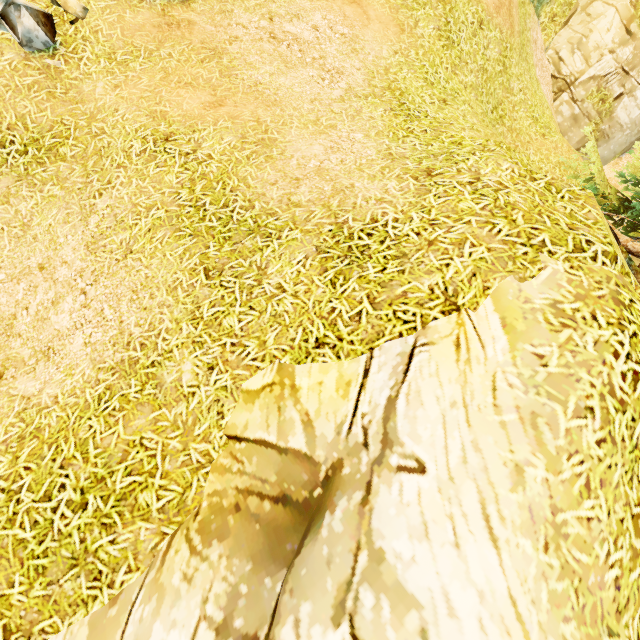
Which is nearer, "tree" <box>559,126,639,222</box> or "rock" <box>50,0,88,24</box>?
"rock" <box>50,0,88,24</box>

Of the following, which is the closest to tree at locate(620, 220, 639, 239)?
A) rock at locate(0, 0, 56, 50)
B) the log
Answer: the log

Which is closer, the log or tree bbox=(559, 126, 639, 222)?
the log

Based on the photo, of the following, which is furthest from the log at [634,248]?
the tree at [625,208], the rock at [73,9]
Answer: the rock at [73,9]

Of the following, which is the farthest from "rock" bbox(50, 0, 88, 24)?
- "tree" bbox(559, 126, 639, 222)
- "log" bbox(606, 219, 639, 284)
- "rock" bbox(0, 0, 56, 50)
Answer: "log" bbox(606, 219, 639, 284)

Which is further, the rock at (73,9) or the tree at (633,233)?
the tree at (633,233)

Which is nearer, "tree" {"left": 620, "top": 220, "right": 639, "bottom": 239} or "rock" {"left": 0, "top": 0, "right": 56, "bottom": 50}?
"rock" {"left": 0, "top": 0, "right": 56, "bottom": 50}

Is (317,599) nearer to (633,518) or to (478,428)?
(478,428)
